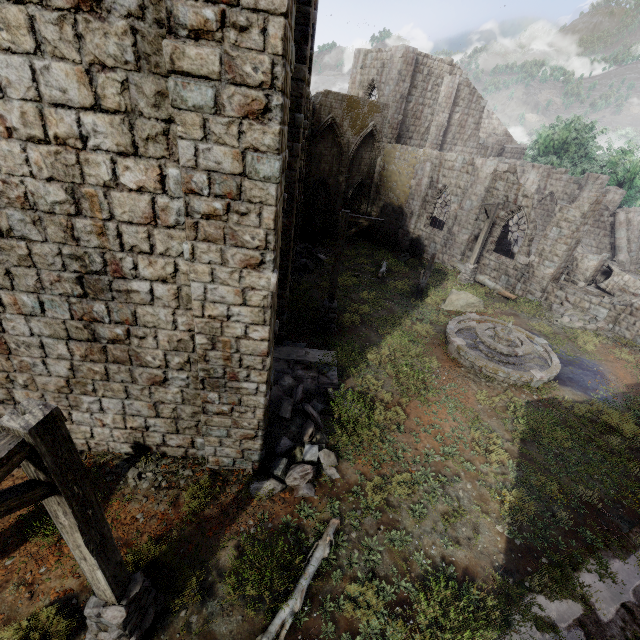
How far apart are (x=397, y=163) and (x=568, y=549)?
24.62m

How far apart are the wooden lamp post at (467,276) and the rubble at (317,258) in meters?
8.1

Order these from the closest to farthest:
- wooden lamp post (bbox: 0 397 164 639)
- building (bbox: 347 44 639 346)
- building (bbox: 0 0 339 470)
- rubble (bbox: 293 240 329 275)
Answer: wooden lamp post (bbox: 0 397 164 639) → building (bbox: 0 0 339 470) → building (bbox: 347 44 639 346) → rubble (bbox: 293 240 329 275)

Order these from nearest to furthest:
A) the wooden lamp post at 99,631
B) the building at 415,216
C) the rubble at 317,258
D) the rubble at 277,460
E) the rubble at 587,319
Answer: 1. the wooden lamp post at 99,631
2. the rubble at 277,460
3. the rubble at 587,319
4. the building at 415,216
5. the rubble at 317,258

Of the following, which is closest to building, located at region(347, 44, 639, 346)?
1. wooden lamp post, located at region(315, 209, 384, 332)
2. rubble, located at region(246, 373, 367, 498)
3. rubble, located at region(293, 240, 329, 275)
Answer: rubble, located at region(246, 373, 367, 498)

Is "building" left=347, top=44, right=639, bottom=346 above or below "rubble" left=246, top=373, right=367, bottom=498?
above

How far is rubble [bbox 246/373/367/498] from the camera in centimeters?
715cm

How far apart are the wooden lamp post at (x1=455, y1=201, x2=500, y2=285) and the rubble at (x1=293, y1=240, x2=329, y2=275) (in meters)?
8.05
